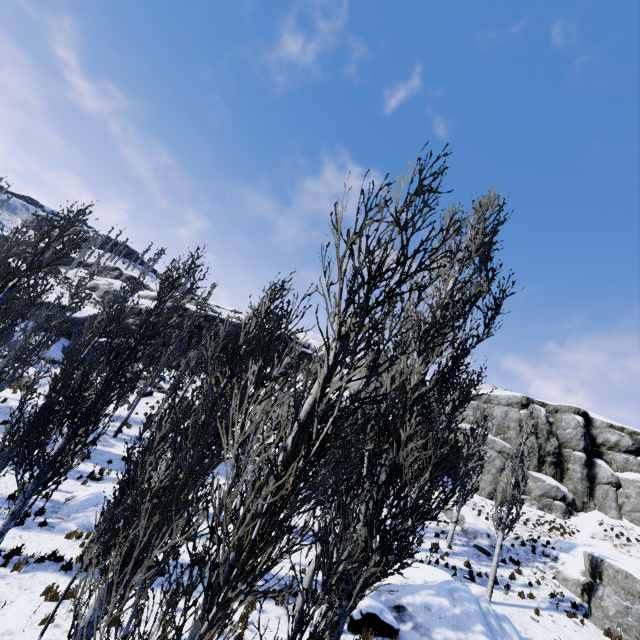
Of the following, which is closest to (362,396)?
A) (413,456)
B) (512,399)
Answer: (413,456)

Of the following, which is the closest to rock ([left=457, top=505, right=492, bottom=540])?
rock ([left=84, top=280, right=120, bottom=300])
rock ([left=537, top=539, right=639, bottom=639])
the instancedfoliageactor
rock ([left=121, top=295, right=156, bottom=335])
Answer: rock ([left=121, top=295, right=156, bottom=335])

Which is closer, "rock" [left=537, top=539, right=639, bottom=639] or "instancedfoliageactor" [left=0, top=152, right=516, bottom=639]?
"instancedfoliageactor" [left=0, top=152, right=516, bottom=639]

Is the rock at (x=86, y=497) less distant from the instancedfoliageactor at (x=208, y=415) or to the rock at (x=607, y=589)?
the instancedfoliageactor at (x=208, y=415)

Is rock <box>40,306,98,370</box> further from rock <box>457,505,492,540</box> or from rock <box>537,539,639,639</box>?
rock <box>537,539,639,639</box>

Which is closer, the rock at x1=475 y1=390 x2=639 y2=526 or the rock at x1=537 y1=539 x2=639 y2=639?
the rock at x1=537 y1=539 x2=639 y2=639

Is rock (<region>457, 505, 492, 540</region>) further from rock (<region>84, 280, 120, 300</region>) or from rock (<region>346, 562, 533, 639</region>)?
rock (<region>84, 280, 120, 300</region>)

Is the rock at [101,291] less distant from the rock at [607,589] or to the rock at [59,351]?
the rock at [59,351]
